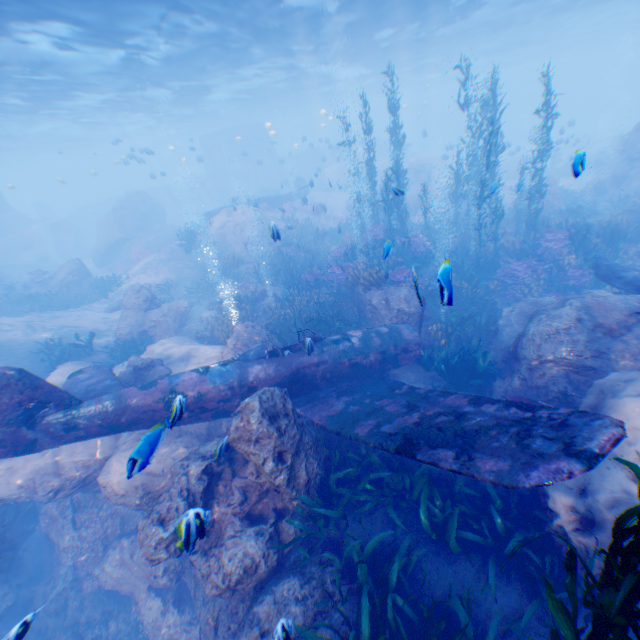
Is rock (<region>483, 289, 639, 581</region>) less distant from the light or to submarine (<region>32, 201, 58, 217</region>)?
the light

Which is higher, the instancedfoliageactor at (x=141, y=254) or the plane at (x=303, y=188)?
the plane at (x=303, y=188)

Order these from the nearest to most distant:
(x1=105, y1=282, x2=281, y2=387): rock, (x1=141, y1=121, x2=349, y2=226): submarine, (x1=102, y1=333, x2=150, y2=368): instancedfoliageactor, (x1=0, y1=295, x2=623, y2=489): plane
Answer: (x1=0, y1=295, x2=623, y2=489): plane, (x1=105, y1=282, x2=281, y2=387): rock, (x1=102, y1=333, x2=150, y2=368): instancedfoliageactor, (x1=141, y1=121, x2=349, y2=226): submarine

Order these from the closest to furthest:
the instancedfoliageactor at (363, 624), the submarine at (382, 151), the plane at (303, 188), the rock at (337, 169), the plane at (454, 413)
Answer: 1. the instancedfoliageactor at (363, 624)
2. the plane at (454, 413)
3. the plane at (303, 188)
4. the rock at (337, 169)
5. the submarine at (382, 151)

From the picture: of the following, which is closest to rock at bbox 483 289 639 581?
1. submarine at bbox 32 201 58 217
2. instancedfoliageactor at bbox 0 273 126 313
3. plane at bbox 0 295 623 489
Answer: plane at bbox 0 295 623 489

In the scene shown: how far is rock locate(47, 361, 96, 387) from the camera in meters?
11.3

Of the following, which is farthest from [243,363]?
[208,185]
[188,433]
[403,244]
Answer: [208,185]

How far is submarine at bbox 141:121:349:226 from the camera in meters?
43.6 m
